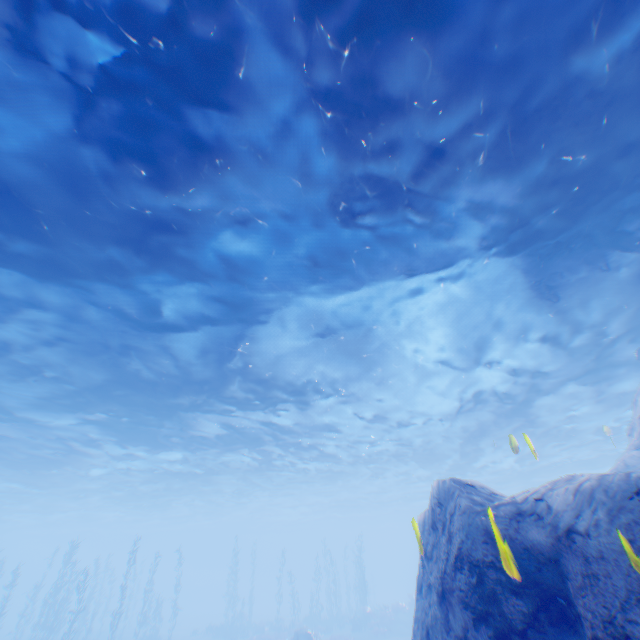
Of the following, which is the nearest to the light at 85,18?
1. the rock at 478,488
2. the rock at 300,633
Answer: the rock at 478,488

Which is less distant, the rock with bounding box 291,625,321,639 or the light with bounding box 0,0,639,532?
the light with bounding box 0,0,639,532

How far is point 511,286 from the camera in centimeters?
1083cm

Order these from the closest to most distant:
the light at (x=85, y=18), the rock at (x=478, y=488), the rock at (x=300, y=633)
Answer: the rock at (x=478, y=488) < the light at (x=85, y=18) < the rock at (x=300, y=633)

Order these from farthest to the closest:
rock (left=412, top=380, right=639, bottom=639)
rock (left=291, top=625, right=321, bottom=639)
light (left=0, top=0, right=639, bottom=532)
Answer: rock (left=291, top=625, right=321, bottom=639)
light (left=0, top=0, right=639, bottom=532)
rock (left=412, top=380, right=639, bottom=639)

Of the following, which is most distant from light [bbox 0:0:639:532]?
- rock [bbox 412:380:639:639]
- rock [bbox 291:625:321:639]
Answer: rock [bbox 291:625:321:639]

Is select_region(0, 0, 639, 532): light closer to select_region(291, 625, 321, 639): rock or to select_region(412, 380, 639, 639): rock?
select_region(412, 380, 639, 639): rock
